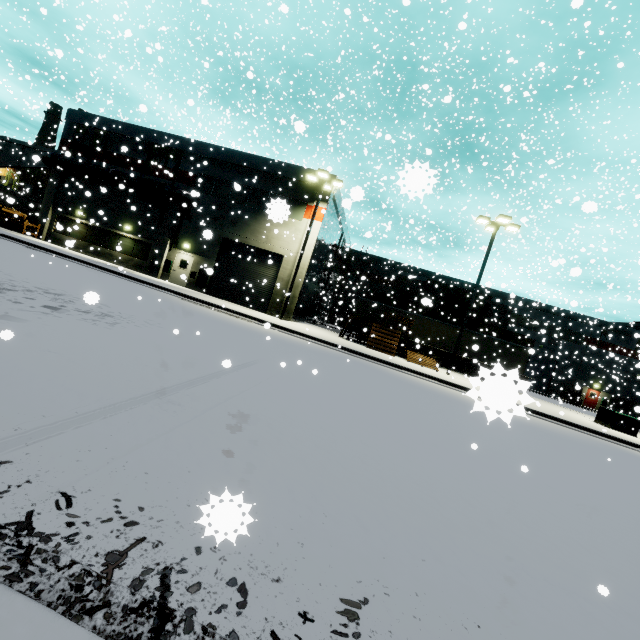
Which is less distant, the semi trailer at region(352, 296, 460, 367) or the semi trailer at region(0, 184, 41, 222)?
the semi trailer at region(352, 296, 460, 367)

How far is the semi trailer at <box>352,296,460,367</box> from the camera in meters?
24.9 m

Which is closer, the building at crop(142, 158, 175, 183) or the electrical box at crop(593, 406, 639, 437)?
the electrical box at crop(593, 406, 639, 437)

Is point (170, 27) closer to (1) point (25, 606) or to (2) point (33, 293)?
(2) point (33, 293)

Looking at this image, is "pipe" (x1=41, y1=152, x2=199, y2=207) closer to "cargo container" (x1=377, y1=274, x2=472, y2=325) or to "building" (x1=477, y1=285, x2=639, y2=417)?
"building" (x1=477, y1=285, x2=639, y2=417)

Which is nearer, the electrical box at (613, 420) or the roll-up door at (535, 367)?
the electrical box at (613, 420)

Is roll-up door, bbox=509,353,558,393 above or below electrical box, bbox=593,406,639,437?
above

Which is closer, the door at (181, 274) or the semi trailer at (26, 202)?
the door at (181, 274)
